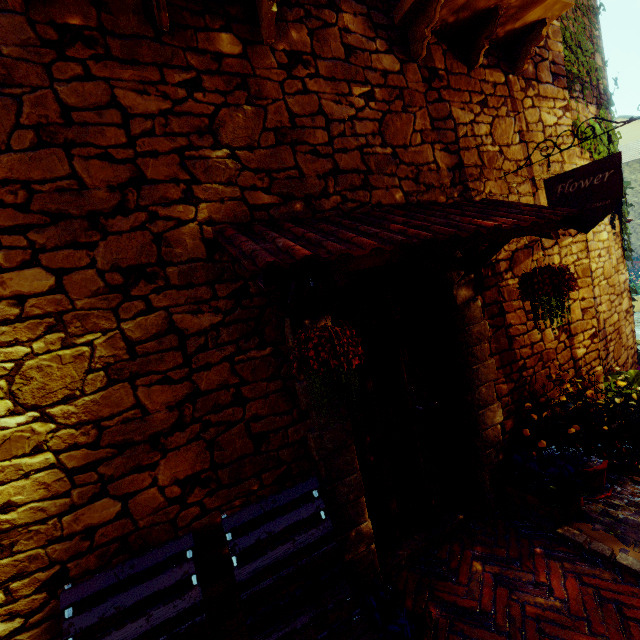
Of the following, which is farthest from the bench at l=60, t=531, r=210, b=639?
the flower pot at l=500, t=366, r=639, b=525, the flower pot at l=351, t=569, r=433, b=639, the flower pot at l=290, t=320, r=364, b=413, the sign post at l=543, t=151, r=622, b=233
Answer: the sign post at l=543, t=151, r=622, b=233

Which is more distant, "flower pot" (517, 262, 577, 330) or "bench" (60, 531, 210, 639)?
"flower pot" (517, 262, 577, 330)

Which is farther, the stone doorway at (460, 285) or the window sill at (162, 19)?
the stone doorway at (460, 285)

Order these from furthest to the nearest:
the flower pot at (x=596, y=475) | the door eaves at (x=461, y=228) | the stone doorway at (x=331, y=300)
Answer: the flower pot at (x=596, y=475) → the stone doorway at (x=331, y=300) → the door eaves at (x=461, y=228)

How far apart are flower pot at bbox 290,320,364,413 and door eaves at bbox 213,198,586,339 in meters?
0.2 m

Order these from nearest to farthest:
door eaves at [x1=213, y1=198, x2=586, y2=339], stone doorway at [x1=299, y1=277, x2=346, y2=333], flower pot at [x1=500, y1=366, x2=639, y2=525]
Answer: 1. door eaves at [x1=213, y1=198, x2=586, y2=339]
2. stone doorway at [x1=299, y1=277, x2=346, y2=333]
3. flower pot at [x1=500, y1=366, x2=639, y2=525]

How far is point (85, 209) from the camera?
1.67m

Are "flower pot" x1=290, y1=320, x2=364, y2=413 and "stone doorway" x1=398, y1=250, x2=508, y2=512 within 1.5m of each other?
yes
